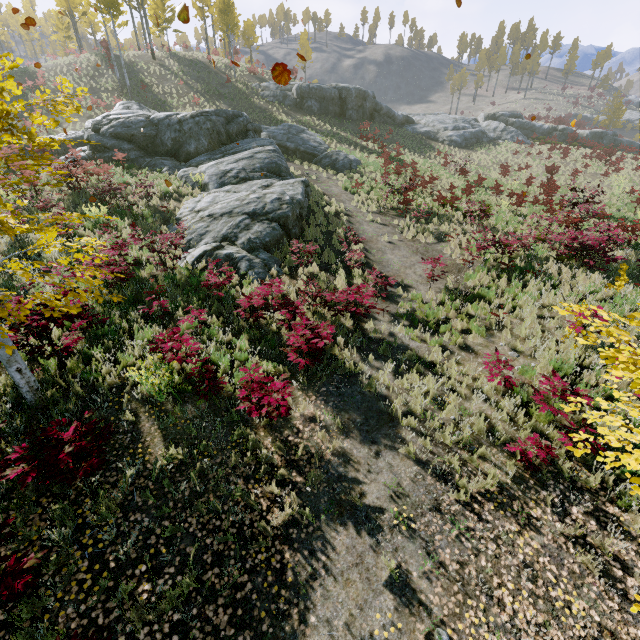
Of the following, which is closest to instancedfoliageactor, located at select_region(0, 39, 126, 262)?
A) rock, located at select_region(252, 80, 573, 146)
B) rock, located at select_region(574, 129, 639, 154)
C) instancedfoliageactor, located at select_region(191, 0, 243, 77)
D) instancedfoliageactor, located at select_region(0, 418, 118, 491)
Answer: instancedfoliageactor, located at select_region(0, 418, 118, 491)

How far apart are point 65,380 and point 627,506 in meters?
10.1

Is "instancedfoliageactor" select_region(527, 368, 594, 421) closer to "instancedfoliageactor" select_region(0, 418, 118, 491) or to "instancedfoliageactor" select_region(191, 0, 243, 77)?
"instancedfoliageactor" select_region(0, 418, 118, 491)

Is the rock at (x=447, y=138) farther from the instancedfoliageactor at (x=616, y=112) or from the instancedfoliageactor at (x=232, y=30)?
the instancedfoliageactor at (x=616, y=112)

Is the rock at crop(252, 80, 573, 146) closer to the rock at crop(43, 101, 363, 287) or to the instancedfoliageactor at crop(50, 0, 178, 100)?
the rock at crop(43, 101, 363, 287)

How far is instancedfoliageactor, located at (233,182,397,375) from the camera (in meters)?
7.09

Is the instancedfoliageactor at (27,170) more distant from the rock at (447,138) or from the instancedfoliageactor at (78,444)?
the rock at (447,138)
